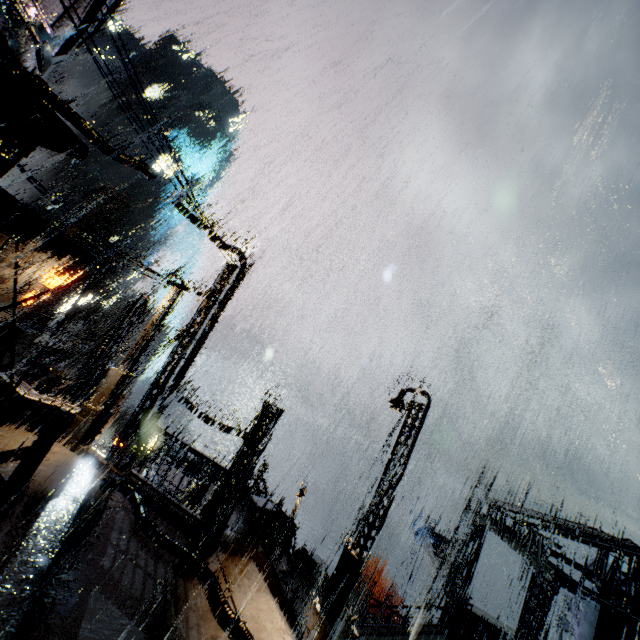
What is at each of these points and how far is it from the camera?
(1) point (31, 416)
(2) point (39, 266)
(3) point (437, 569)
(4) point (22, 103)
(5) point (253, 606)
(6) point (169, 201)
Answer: (1) bridge, 12.41m
(2) building, 33.94m
(3) beam, 22.97m
(4) building vent, 6.02m
(5) stairs, 9.12m
(6) building, 11.13m

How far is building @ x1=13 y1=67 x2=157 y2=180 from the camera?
7.3m

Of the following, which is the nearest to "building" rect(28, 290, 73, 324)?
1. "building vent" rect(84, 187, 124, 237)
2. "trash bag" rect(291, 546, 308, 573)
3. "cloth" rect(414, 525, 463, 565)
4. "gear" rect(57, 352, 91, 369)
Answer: "trash bag" rect(291, 546, 308, 573)

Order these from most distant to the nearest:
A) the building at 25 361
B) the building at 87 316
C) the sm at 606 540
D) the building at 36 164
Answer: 1. the building at 36 164
2. the building at 87 316
3. the building at 25 361
4. the sm at 606 540

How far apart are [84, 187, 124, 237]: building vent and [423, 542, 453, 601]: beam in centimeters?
6356cm

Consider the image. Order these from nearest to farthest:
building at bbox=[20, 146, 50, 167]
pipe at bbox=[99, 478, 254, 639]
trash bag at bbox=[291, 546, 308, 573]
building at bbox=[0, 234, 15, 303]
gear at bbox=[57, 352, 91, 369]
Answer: pipe at bbox=[99, 478, 254, 639], trash bag at bbox=[291, 546, 308, 573], building at bbox=[0, 234, 15, 303], gear at bbox=[57, 352, 91, 369], building at bbox=[20, 146, 50, 167]

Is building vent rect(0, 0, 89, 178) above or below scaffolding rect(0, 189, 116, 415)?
above

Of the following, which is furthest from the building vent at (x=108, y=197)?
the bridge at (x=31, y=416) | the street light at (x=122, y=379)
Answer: the street light at (x=122, y=379)
